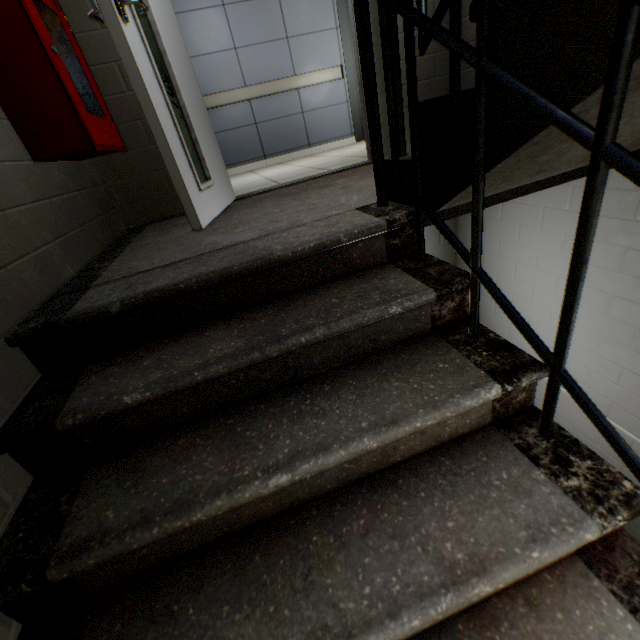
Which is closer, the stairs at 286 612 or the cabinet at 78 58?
the stairs at 286 612

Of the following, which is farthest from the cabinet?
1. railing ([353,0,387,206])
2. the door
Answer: railing ([353,0,387,206])

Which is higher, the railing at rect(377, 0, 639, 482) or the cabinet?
the cabinet

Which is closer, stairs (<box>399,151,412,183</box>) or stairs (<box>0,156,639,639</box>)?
stairs (<box>0,156,639,639</box>)

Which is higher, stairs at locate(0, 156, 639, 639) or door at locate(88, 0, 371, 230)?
door at locate(88, 0, 371, 230)

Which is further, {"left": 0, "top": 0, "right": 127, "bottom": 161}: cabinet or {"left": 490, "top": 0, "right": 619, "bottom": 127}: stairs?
{"left": 0, "top": 0, "right": 127, "bottom": 161}: cabinet

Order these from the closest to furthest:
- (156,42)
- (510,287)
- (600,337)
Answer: (156,42), (600,337), (510,287)

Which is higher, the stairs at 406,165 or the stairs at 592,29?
the stairs at 592,29
